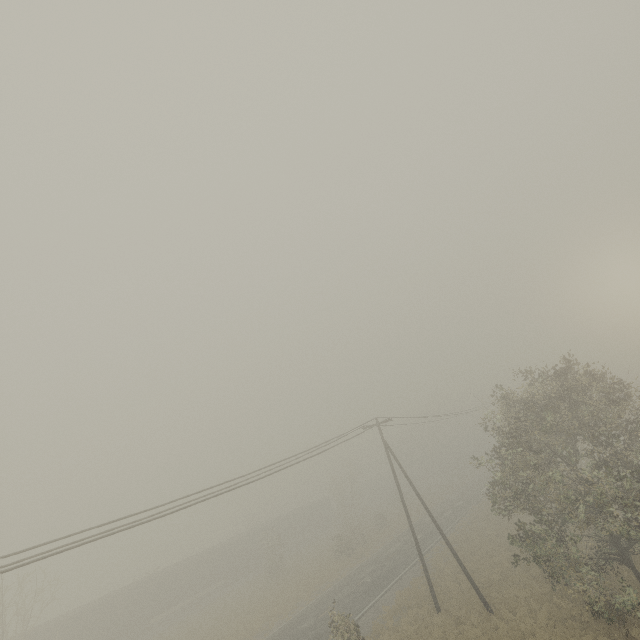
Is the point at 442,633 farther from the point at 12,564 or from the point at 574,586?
the point at 12,564
